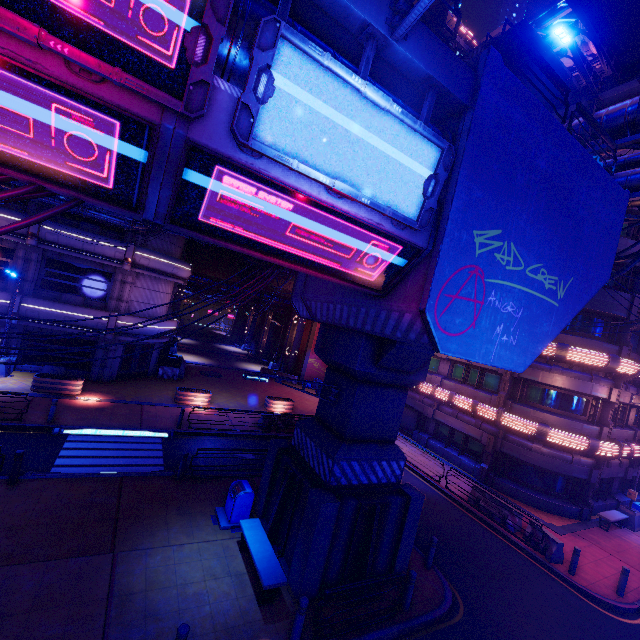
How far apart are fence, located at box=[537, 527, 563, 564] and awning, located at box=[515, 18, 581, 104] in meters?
18.0 m

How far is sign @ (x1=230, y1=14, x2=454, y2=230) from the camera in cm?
429

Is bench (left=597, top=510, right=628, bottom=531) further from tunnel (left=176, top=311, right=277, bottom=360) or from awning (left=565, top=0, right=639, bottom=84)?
tunnel (left=176, top=311, right=277, bottom=360)

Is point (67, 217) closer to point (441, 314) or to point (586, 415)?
point (441, 314)

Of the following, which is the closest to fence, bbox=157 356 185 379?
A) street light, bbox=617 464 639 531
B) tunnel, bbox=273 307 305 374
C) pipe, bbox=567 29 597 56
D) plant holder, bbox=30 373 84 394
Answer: tunnel, bbox=273 307 305 374

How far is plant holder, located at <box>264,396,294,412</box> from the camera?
23.9m

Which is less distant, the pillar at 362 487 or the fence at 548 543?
the pillar at 362 487

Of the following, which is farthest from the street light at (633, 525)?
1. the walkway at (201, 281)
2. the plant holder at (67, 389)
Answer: the plant holder at (67, 389)
